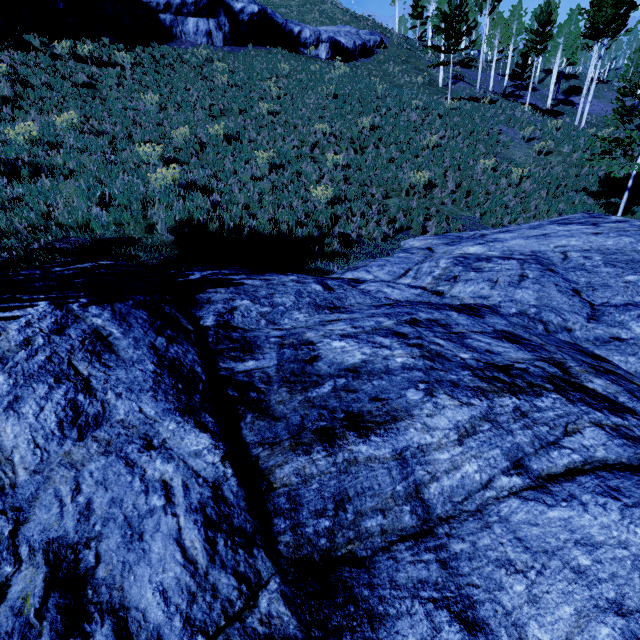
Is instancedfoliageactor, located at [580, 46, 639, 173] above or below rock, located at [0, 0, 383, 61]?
below

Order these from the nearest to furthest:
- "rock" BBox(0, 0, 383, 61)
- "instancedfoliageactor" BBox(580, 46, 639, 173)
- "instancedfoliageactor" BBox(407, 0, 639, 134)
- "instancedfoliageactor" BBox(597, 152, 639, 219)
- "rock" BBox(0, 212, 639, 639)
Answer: "rock" BBox(0, 212, 639, 639) → "instancedfoliageactor" BBox(580, 46, 639, 173) → "instancedfoliageactor" BBox(597, 152, 639, 219) → "rock" BBox(0, 0, 383, 61) → "instancedfoliageactor" BBox(407, 0, 639, 134)

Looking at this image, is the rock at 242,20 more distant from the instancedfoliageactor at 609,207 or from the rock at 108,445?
the rock at 108,445

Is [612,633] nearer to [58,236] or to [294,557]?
[294,557]

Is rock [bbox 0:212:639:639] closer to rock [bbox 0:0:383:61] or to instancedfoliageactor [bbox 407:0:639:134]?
instancedfoliageactor [bbox 407:0:639:134]

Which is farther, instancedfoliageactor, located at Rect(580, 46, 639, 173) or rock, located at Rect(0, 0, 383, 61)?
rock, located at Rect(0, 0, 383, 61)
